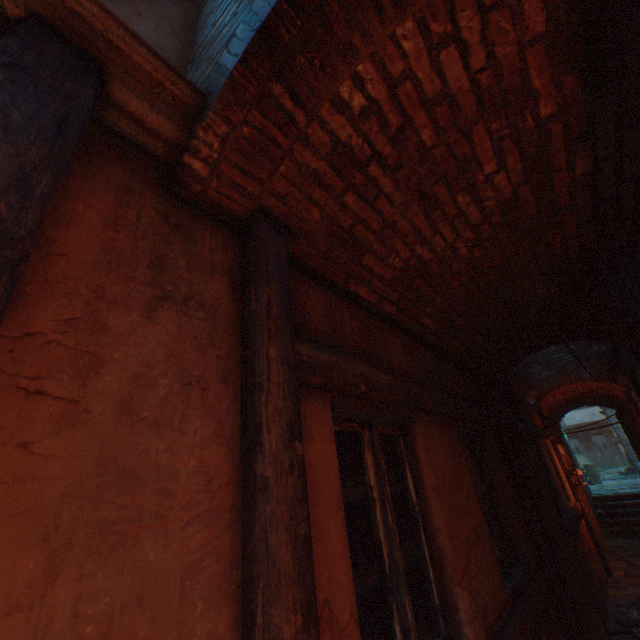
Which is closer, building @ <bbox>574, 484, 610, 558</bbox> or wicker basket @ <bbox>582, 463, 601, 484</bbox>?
building @ <bbox>574, 484, 610, 558</bbox>

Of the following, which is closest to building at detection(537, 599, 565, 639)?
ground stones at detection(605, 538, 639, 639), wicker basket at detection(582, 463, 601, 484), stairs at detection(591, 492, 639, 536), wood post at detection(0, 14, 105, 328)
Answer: ground stones at detection(605, 538, 639, 639)

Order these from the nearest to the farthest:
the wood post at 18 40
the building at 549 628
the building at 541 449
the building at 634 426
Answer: the wood post at 18 40 → the building at 549 628 → the building at 541 449 → the building at 634 426

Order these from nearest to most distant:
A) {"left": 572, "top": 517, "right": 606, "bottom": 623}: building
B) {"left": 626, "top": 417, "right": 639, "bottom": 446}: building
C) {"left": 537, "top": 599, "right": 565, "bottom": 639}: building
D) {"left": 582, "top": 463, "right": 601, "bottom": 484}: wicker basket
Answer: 1. {"left": 537, "top": 599, "right": 565, "bottom": 639}: building
2. {"left": 572, "top": 517, "right": 606, "bottom": 623}: building
3. {"left": 626, "top": 417, "right": 639, "bottom": 446}: building
4. {"left": 582, "top": 463, "right": 601, "bottom": 484}: wicker basket

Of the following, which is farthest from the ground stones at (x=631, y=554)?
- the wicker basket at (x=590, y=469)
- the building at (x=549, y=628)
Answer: the wicker basket at (x=590, y=469)

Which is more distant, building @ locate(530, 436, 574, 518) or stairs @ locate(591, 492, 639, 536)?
stairs @ locate(591, 492, 639, 536)

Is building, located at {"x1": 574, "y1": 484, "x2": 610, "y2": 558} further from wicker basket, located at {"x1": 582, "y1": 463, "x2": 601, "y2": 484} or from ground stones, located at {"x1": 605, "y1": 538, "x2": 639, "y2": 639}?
wicker basket, located at {"x1": 582, "y1": 463, "x2": 601, "y2": 484}

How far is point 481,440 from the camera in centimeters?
385cm
